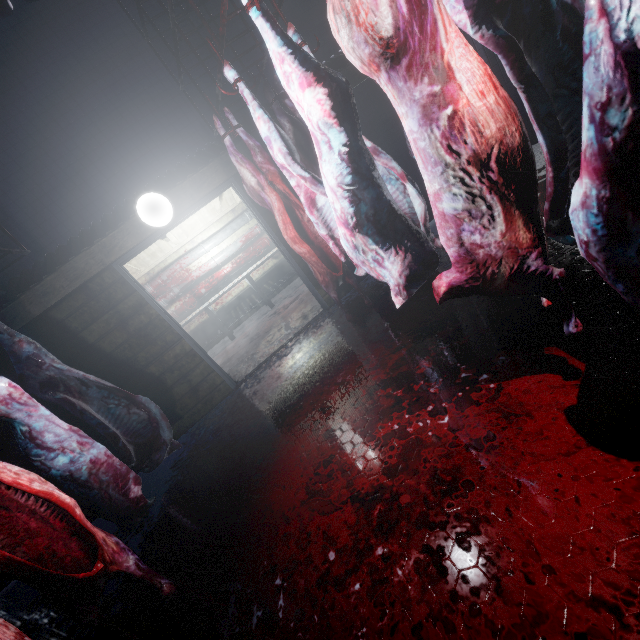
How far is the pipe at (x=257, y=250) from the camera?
6.5 meters

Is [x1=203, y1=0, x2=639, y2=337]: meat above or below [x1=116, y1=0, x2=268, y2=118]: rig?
below

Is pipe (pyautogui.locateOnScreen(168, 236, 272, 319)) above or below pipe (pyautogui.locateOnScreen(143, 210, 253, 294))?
below

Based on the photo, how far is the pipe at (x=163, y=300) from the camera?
6.38m

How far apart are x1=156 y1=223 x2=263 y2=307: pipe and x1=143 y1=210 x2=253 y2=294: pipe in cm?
12

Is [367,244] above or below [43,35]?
below

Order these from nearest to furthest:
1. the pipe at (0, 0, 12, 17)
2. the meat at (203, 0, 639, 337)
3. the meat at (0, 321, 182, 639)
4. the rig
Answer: the meat at (203, 0, 639, 337) < the meat at (0, 321, 182, 639) < the rig < the pipe at (0, 0, 12, 17)

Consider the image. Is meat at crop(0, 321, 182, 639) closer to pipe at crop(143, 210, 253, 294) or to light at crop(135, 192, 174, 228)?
light at crop(135, 192, 174, 228)
